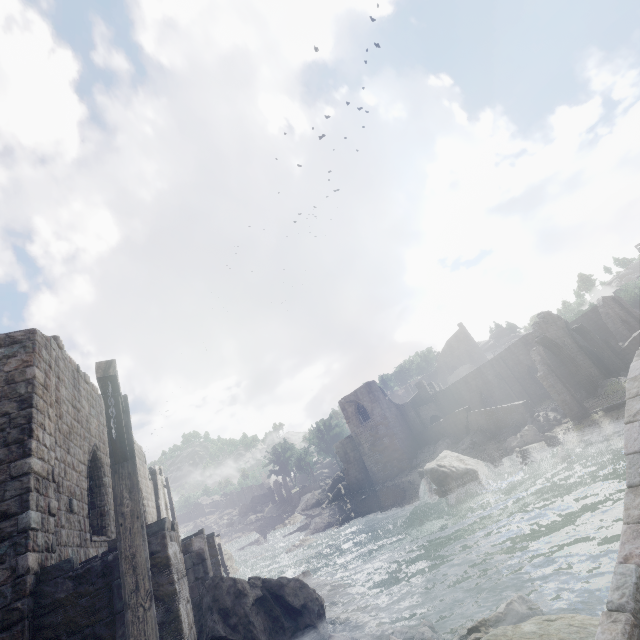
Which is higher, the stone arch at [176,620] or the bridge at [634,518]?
the stone arch at [176,620]

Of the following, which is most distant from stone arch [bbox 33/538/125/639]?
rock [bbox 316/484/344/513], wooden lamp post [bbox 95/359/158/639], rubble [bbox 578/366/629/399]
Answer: rock [bbox 316/484/344/513]

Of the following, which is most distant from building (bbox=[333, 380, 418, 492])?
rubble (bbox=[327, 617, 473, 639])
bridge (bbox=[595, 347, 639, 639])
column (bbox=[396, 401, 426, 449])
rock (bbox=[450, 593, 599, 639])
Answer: bridge (bbox=[595, 347, 639, 639])

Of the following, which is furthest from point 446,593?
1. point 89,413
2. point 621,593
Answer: point 89,413

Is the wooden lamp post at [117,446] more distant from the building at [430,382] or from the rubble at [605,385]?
the rubble at [605,385]

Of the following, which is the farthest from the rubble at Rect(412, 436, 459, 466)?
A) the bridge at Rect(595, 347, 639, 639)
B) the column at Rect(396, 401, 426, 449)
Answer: the bridge at Rect(595, 347, 639, 639)

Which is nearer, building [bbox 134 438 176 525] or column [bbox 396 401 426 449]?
building [bbox 134 438 176 525]

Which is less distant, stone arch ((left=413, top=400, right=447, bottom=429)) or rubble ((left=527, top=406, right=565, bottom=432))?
rubble ((left=527, top=406, right=565, bottom=432))
